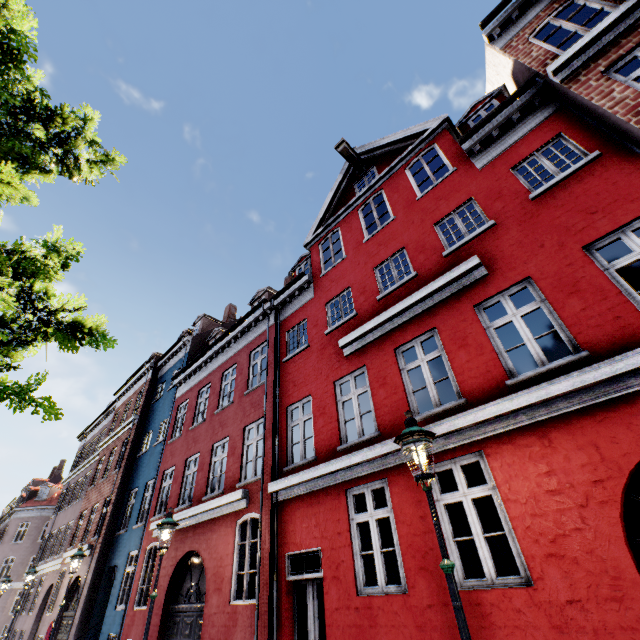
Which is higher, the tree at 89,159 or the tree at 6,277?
the tree at 89,159

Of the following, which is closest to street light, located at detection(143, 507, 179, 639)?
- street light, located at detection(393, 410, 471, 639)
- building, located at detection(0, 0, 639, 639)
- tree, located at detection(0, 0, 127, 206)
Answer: tree, located at detection(0, 0, 127, 206)

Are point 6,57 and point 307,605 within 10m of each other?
no

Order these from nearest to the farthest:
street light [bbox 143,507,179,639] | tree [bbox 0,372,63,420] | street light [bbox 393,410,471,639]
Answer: street light [bbox 393,410,471,639], tree [bbox 0,372,63,420], street light [bbox 143,507,179,639]

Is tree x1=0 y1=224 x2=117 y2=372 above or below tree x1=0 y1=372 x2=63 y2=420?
above

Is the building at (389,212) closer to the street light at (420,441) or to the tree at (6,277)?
the street light at (420,441)

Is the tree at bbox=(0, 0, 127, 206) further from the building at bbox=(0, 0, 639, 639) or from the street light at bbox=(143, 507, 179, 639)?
the building at bbox=(0, 0, 639, 639)
